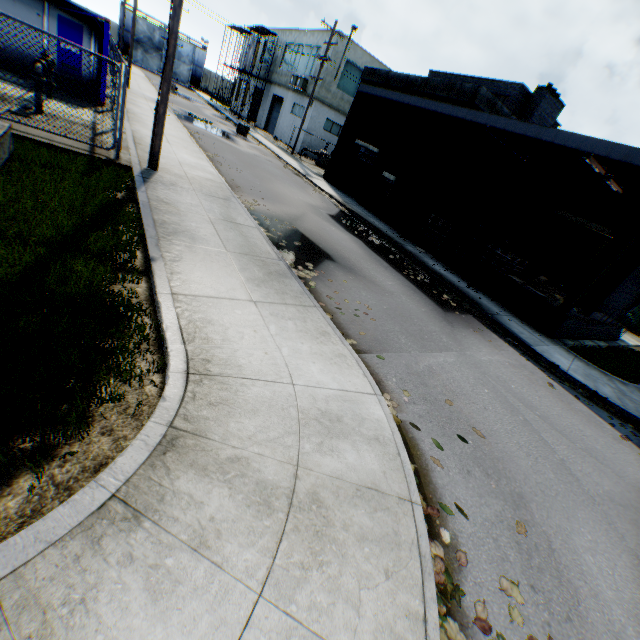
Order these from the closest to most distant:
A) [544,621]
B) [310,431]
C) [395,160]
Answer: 1. [544,621]
2. [310,431]
3. [395,160]

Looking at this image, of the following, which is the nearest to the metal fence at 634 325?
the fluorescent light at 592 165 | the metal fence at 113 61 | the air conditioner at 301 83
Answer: the metal fence at 113 61

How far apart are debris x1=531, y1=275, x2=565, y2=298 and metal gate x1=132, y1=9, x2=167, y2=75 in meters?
60.6

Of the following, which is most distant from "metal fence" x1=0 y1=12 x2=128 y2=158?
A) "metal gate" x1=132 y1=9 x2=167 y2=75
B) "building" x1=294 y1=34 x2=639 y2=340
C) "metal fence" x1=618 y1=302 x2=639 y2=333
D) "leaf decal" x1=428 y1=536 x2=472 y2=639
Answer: "metal gate" x1=132 y1=9 x2=167 y2=75

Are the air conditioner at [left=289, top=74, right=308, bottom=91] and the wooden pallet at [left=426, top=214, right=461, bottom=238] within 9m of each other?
no

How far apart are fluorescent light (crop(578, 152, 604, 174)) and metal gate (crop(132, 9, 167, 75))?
60.1 meters

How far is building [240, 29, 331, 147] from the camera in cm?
3038

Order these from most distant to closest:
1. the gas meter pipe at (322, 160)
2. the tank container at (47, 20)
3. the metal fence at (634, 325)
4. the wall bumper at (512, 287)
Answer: the gas meter pipe at (322, 160) < the metal fence at (634, 325) < the wall bumper at (512, 287) < the tank container at (47, 20)
